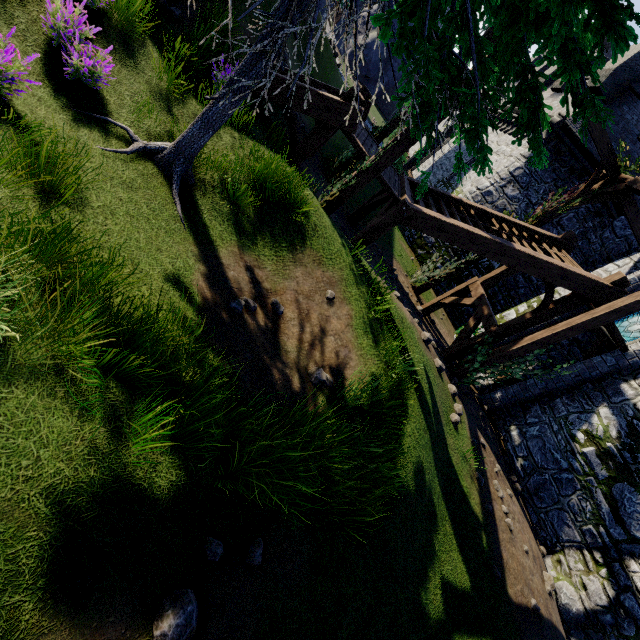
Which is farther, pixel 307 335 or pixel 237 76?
pixel 307 335

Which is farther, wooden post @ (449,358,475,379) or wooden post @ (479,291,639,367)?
wooden post @ (449,358,475,379)

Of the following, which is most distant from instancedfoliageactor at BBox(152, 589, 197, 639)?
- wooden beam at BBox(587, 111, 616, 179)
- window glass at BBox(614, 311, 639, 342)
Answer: wooden beam at BBox(587, 111, 616, 179)

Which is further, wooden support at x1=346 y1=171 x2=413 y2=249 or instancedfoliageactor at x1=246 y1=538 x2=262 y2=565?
wooden support at x1=346 y1=171 x2=413 y2=249

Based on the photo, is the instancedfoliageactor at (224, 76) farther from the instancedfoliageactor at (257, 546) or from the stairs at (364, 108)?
the stairs at (364, 108)

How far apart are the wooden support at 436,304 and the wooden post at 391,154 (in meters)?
6.10

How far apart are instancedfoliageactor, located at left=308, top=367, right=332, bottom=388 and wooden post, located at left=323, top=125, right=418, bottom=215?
3.95m

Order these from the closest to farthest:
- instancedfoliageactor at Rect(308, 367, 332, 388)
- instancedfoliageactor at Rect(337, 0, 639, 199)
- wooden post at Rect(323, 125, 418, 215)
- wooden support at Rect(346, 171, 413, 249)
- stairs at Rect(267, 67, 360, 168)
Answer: instancedfoliageactor at Rect(337, 0, 639, 199), instancedfoliageactor at Rect(308, 367, 332, 388), wooden post at Rect(323, 125, 418, 215), stairs at Rect(267, 67, 360, 168), wooden support at Rect(346, 171, 413, 249)
